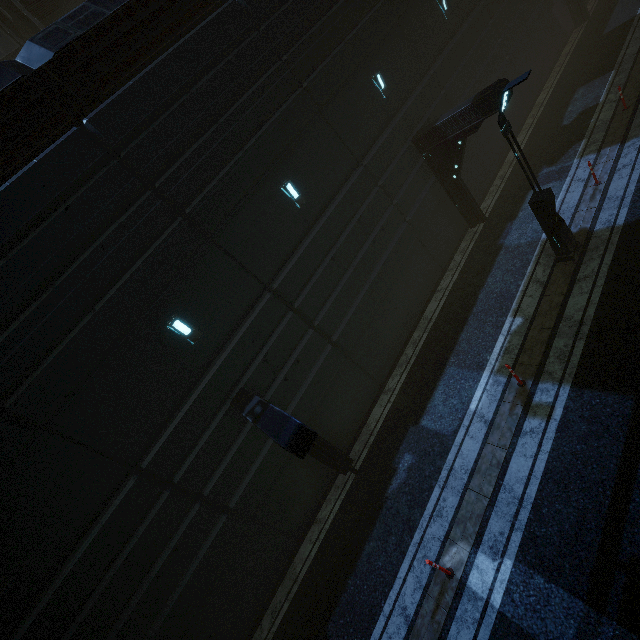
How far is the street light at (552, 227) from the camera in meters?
7.8

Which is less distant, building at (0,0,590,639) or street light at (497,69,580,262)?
building at (0,0,590,639)

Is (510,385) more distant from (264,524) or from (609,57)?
(609,57)

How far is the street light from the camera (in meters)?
7.79

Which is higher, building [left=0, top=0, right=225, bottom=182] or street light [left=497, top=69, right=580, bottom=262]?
building [left=0, top=0, right=225, bottom=182]

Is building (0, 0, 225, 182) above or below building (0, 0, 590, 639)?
above

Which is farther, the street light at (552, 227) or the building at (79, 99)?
the street light at (552, 227)
